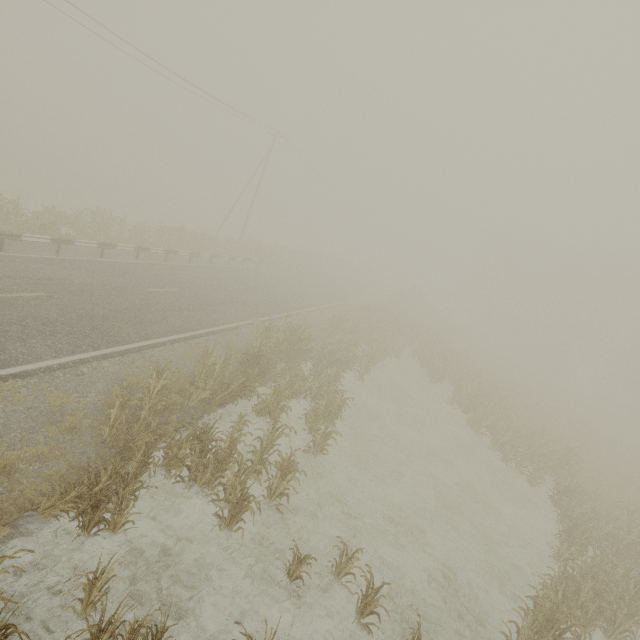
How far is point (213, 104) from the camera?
26.4 meters

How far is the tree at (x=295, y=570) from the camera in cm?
654

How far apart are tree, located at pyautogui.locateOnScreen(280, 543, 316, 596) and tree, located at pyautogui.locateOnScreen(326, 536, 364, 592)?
0.8 meters

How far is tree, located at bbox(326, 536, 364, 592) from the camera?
7.02m

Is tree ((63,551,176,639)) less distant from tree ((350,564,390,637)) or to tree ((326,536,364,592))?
tree ((326,536,364,592))

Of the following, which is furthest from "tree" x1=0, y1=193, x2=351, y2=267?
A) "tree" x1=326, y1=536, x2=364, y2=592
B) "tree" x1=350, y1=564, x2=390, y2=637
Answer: "tree" x1=350, y1=564, x2=390, y2=637

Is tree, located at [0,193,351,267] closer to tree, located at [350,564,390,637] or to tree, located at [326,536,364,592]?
tree, located at [326,536,364,592]

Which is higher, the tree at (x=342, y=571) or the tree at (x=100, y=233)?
the tree at (x=100, y=233)
